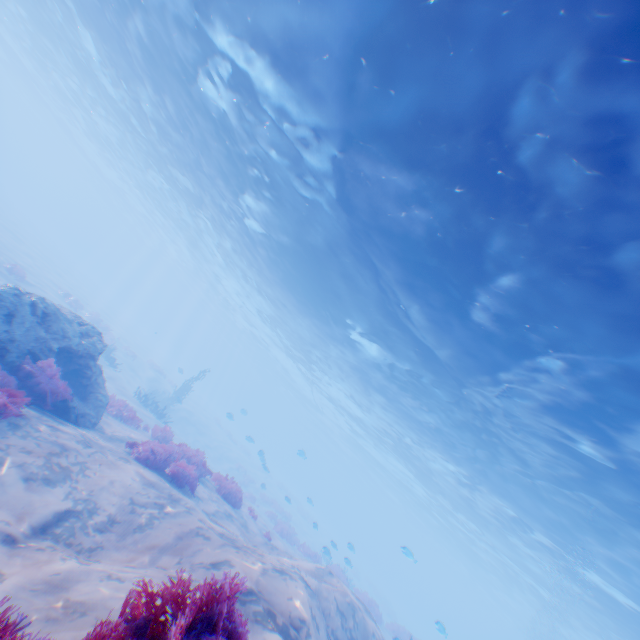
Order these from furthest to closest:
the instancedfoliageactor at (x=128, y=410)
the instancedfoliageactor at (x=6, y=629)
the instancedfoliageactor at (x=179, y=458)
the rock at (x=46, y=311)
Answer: the instancedfoliageactor at (x=128, y=410) → the instancedfoliageactor at (x=179, y=458) → the rock at (x=46, y=311) → the instancedfoliageactor at (x=6, y=629)

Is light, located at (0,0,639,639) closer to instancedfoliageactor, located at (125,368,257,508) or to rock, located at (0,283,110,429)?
instancedfoliageactor, located at (125,368,257,508)

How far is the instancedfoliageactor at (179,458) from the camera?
10.0m

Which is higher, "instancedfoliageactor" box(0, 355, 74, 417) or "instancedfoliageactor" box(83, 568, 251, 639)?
"instancedfoliageactor" box(83, 568, 251, 639)

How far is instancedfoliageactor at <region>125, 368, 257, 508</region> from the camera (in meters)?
9.98

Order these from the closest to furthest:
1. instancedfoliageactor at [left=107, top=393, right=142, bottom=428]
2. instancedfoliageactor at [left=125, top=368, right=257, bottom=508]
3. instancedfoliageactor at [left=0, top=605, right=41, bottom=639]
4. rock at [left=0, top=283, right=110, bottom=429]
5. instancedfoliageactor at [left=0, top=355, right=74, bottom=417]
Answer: instancedfoliageactor at [left=0, top=605, right=41, bottom=639]
instancedfoliageactor at [left=0, top=355, right=74, bottom=417]
rock at [left=0, top=283, right=110, bottom=429]
instancedfoliageactor at [left=125, top=368, right=257, bottom=508]
instancedfoliageactor at [left=107, top=393, right=142, bottom=428]

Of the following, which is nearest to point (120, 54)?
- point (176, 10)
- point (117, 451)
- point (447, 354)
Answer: point (176, 10)
